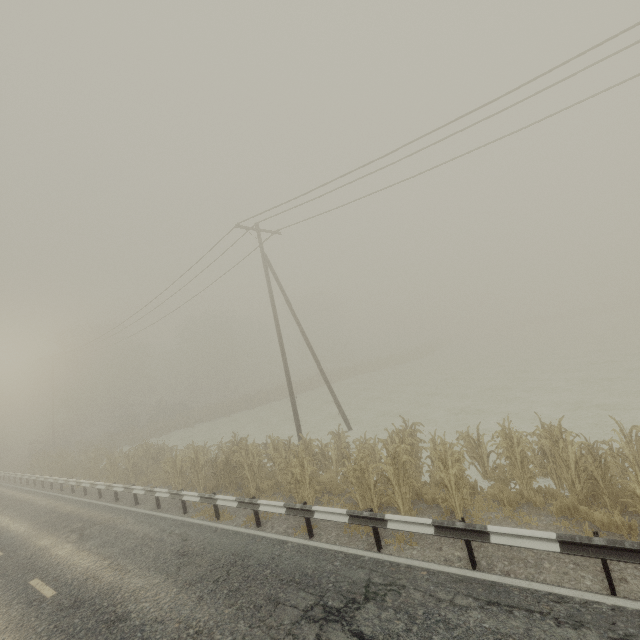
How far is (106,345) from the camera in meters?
48.8 m
